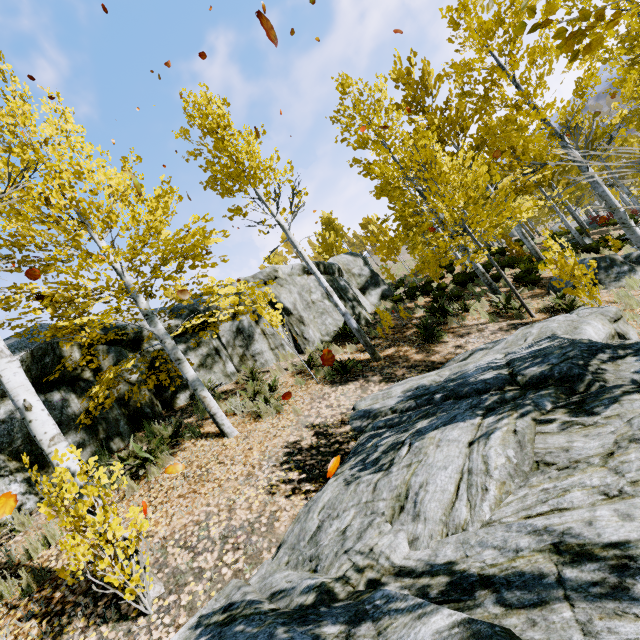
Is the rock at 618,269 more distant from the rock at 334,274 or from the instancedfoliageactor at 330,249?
the rock at 334,274

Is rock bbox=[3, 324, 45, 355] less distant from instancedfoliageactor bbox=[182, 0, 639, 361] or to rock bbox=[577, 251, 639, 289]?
instancedfoliageactor bbox=[182, 0, 639, 361]

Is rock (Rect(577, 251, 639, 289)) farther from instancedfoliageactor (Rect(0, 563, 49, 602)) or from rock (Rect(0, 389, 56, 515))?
rock (Rect(0, 389, 56, 515))

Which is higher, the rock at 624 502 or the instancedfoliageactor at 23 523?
the instancedfoliageactor at 23 523

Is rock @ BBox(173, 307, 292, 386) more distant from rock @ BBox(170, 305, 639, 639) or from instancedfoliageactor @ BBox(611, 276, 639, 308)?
rock @ BBox(170, 305, 639, 639)

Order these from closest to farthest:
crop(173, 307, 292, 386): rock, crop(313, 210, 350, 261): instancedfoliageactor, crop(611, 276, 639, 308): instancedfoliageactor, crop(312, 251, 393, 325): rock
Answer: crop(611, 276, 639, 308): instancedfoliageactor → crop(173, 307, 292, 386): rock → crop(312, 251, 393, 325): rock → crop(313, 210, 350, 261): instancedfoliageactor

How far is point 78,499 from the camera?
3.13m

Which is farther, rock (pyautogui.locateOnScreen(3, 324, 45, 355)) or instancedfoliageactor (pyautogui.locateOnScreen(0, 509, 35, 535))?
rock (pyautogui.locateOnScreen(3, 324, 45, 355))
